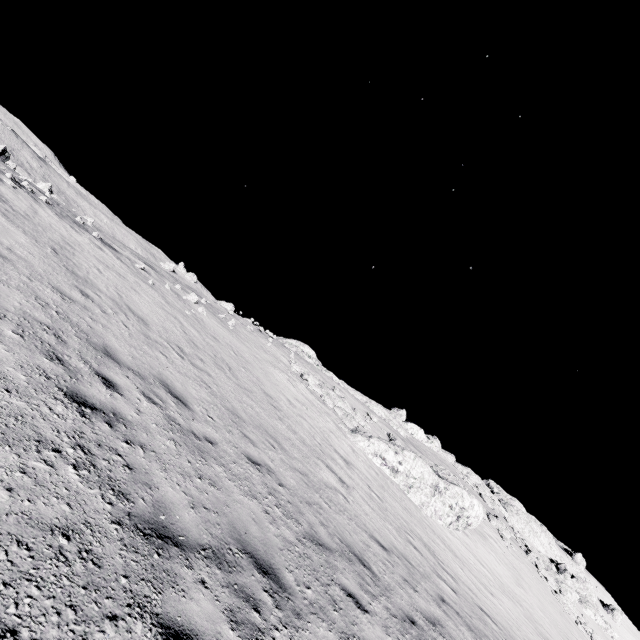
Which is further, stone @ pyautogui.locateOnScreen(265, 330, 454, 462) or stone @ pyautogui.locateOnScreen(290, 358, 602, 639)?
stone @ pyautogui.locateOnScreen(265, 330, 454, 462)

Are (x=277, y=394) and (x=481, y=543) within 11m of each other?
no

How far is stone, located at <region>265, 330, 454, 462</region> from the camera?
36.15m

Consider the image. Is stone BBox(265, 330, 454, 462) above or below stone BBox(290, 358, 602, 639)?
above

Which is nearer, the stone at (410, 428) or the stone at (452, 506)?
the stone at (452, 506)

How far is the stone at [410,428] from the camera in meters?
36.1
